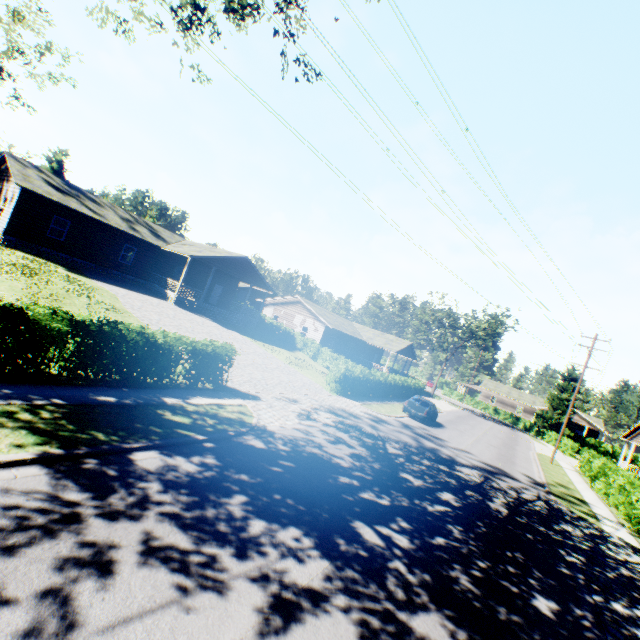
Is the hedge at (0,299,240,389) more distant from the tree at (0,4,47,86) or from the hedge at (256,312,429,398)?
the hedge at (256,312,429,398)

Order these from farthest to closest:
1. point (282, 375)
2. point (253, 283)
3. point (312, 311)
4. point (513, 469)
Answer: point (312, 311)
point (253, 283)
point (282, 375)
point (513, 469)

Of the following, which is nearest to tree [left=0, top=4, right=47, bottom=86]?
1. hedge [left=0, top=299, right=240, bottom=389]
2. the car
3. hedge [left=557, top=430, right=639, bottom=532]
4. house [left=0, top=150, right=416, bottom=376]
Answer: house [left=0, top=150, right=416, bottom=376]

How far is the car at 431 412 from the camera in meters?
23.5 m

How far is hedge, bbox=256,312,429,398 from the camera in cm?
2202

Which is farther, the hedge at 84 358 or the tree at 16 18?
the tree at 16 18

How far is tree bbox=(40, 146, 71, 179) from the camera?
46.8 meters

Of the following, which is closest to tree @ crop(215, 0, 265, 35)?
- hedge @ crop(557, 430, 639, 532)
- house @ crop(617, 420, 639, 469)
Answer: hedge @ crop(557, 430, 639, 532)
